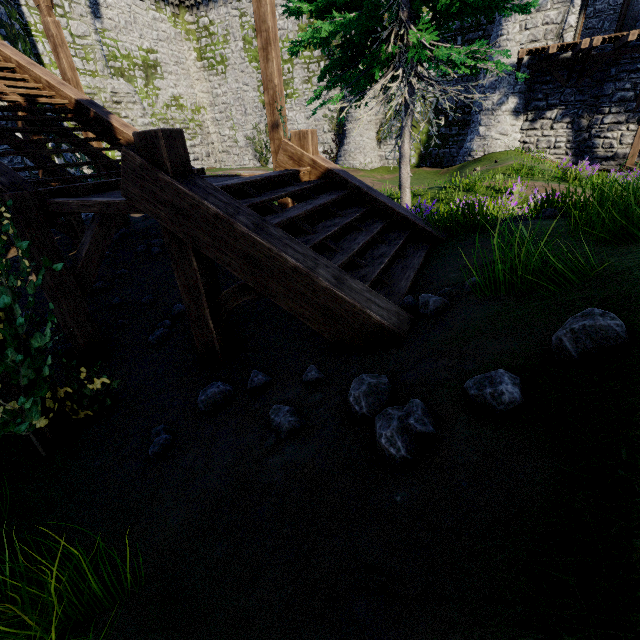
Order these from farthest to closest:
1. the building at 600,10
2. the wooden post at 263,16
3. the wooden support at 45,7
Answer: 1. the building at 600,10
2. the wooden support at 45,7
3. the wooden post at 263,16

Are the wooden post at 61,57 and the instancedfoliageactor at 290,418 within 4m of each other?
no

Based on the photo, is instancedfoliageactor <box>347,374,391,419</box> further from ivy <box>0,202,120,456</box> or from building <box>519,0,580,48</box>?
building <box>519,0,580,48</box>

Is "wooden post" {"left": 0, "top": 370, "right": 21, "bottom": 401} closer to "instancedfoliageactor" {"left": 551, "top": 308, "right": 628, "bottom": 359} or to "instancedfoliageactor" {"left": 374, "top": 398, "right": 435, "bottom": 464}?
"instancedfoliageactor" {"left": 374, "top": 398, "right": 435, "bottom": 464}

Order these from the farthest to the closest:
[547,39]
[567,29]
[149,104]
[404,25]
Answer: [149,104] → [547,39] → [567,29] → [404,25]

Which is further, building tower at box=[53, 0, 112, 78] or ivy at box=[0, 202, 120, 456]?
building tower at box=[53, 0, 112, 78]

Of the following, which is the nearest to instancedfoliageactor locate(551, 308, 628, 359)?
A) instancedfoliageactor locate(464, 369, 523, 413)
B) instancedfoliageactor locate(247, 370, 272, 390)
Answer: instancedfoliageactor locate(464, 369, 523, 413)

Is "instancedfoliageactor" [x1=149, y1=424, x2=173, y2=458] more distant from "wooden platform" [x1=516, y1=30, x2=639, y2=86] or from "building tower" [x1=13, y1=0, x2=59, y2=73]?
"wooden platform" [x1=516, y1=30, x2=639, y2=86]
